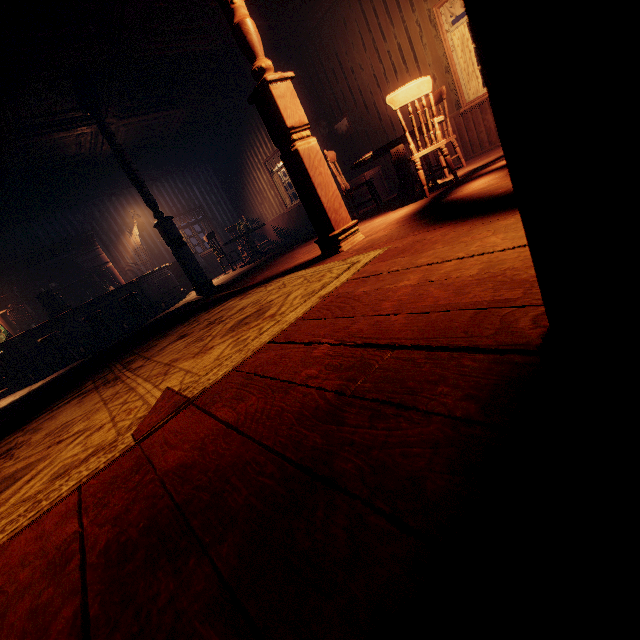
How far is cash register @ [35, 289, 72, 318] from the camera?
7.1 meters

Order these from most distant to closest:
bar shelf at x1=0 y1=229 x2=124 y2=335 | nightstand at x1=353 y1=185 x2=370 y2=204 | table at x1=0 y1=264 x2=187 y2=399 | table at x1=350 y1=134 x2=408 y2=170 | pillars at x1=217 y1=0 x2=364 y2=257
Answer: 1. bar shelf at x1=0 y1=229 x2=124 y2=335
2. nightstand at x1=353 y1=185 x2=370 y2=204
3. table at x1=0 y1=264 x2=187 y2=399
4. table at x1=350 y1=134 x2=408 y2=170
5. pillars at x1=217 y1=0 x2=364 y2=257

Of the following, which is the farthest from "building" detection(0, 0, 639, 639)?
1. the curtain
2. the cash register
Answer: the cash register

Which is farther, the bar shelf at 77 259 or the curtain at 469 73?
the bar shelf at 77 259

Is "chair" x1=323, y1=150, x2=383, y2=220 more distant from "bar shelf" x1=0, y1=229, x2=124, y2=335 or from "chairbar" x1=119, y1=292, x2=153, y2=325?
"bar shelf" x1=0, y1=229, x2=124, y2=335

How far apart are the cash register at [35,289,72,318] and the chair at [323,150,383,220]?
6.6m

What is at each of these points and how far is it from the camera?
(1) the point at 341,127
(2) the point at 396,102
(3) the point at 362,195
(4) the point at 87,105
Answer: (1) photos, 7.6 meters
(2) chair, 3.6 meters
(3) nightstand, 7.4 meters
(4) pillars, 5.7 meters

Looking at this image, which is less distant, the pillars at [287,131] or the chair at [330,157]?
the pillars at [287,131]
